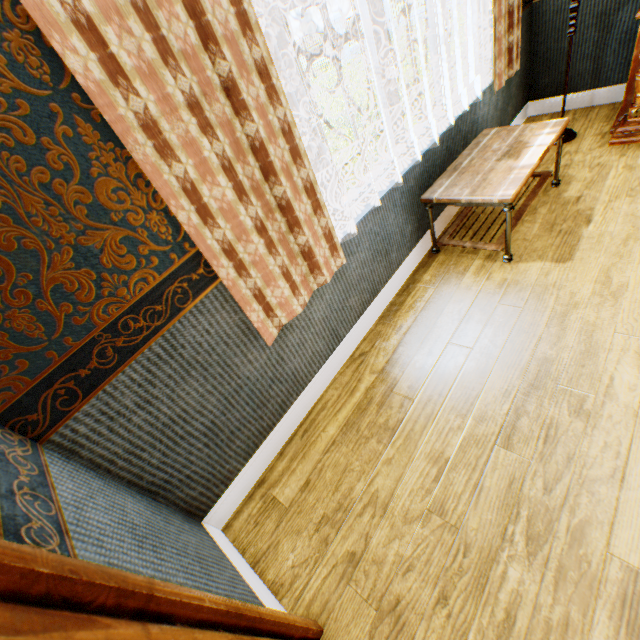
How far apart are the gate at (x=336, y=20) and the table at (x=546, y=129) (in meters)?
21.90

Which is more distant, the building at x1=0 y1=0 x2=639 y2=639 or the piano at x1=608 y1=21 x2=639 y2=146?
the piano at x1=608 y1=21 x2=639 y2=146

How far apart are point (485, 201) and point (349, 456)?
1.9m

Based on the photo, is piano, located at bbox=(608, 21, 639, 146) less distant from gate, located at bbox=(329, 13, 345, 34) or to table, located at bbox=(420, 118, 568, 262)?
table, located at bbox=(420, 118, 568, 262)

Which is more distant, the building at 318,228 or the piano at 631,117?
the piano at 631,117

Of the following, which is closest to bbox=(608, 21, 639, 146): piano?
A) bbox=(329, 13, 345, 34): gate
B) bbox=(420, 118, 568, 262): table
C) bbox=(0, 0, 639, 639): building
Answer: bbox=(0, 0, 639, 639): building

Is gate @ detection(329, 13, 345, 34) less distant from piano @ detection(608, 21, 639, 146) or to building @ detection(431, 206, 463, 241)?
building @ detection(431, 206, 463, 241)

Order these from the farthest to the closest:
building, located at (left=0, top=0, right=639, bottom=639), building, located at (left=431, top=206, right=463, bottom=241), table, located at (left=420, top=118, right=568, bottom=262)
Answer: building, located at (left=431, top=206, right=463, bottom=241), table, located at (left=420, top=118, right=568, bottom=262), building, located at (left=0, top=0, right=639, bottom=639)
